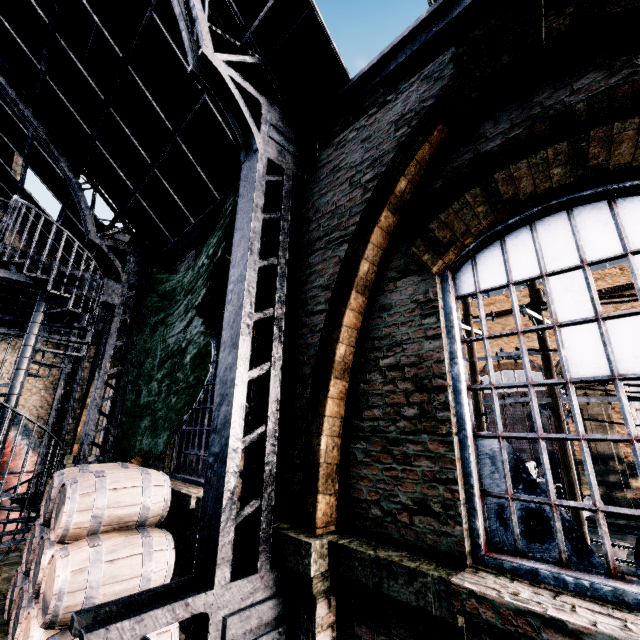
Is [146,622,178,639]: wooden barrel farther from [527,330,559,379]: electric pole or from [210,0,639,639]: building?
[527,330,559,379]: electric pole

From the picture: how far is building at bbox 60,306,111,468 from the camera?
11.2m

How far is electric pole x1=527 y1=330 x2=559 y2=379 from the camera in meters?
7.7

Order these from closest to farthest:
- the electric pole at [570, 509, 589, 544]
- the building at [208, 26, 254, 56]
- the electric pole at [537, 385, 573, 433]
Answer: the building at [208, 26, 254, 56], the electric pole at [570, 509, 589, 544], the electric pole at [537, 385, 573, 433]

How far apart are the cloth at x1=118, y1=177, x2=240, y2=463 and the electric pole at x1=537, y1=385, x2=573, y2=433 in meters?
7.3 m

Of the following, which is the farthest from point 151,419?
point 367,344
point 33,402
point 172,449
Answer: point 33,402

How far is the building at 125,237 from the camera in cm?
935
